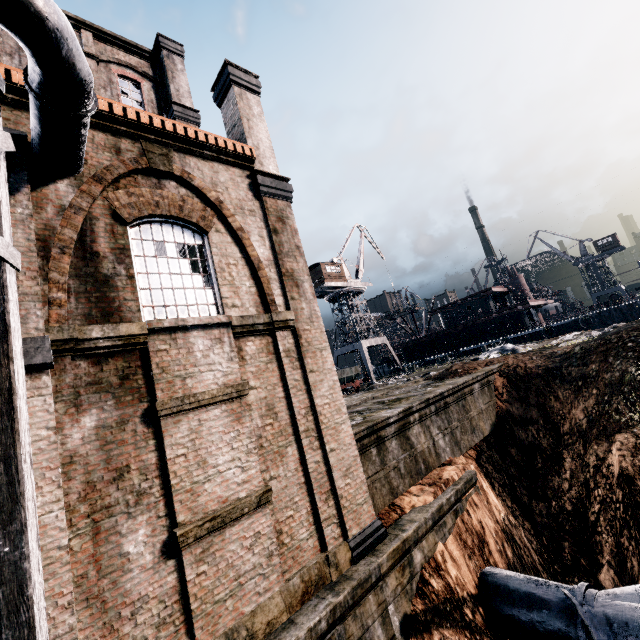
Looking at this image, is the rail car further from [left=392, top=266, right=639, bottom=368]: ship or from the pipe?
[left=392, top=266, right=639, bottom=368]: ship

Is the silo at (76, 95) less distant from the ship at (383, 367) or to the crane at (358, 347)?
the crane at (358, 347)

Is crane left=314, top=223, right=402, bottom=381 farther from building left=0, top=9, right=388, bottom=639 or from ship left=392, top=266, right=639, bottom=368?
building left=0, top=9, right=388, bottom=639

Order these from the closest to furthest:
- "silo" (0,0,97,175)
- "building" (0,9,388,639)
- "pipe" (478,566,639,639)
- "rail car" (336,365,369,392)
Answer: "silo" (0,0,97,175), "building" (0,9,388,639), "pipe" (478,566,639,639), "rail car" (336,365,369,392)

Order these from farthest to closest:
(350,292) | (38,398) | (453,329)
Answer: (453,329), (350,292), (38,398)

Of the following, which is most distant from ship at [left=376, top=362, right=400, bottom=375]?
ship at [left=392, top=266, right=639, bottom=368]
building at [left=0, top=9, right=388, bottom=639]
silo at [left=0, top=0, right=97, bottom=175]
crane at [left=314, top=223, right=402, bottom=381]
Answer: silo at [left=0, top=0, right=97, bottom=175]

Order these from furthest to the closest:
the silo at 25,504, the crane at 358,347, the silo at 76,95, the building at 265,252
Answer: the crane at 358,347, the building at 265,252, the silo at 76,95, the silo at 25,504

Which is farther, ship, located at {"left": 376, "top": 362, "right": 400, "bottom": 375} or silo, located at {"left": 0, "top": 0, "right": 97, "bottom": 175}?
ship, located at {"left": 376, "top": 362, "right": 400, "bottom": 375}
